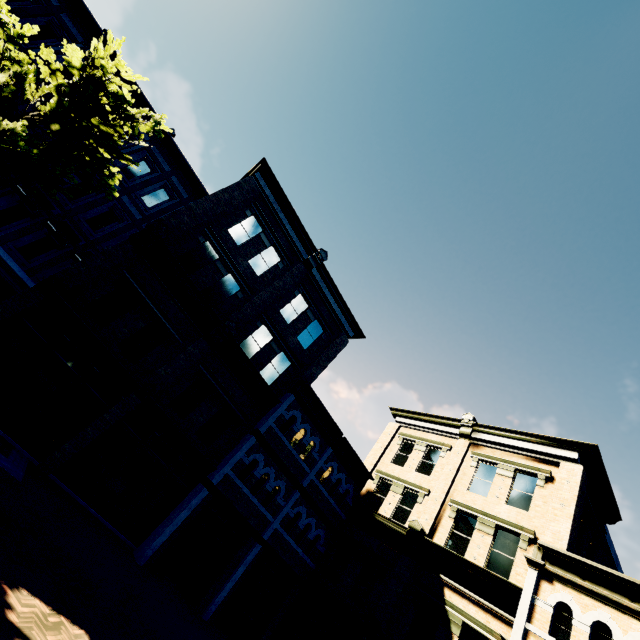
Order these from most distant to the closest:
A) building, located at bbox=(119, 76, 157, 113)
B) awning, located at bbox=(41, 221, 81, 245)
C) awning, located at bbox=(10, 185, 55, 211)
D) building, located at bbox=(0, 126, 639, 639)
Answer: building, located at bbox=(119, 76, 157, 113), awning, located at bbox=(41, 221, 81, 245), awning, located at bbox=(10, 185, 55, 211), building, located at bbox=(0, 126, 639, 639)

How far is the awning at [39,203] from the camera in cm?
1349

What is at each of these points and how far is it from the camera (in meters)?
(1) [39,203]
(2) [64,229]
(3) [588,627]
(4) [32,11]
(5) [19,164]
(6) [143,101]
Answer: (1) awning, 14.16
(2) awning, 14.77
(3) building, 10.12
(4) building, 14.92
(5) tree, 10.64
(6) building, 17.17

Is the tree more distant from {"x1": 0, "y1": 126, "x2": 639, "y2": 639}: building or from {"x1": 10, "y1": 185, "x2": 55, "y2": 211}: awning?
{"x1": 10, "y1": 185, "x2": 55, "y2": 211}: awning

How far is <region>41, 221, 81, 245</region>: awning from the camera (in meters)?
14.02

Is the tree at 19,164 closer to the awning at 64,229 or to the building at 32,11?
the building at 32,11

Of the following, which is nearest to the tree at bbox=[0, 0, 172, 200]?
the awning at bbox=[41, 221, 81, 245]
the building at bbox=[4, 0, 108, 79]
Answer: the building at bbox=[4, 0, 108, 79]
